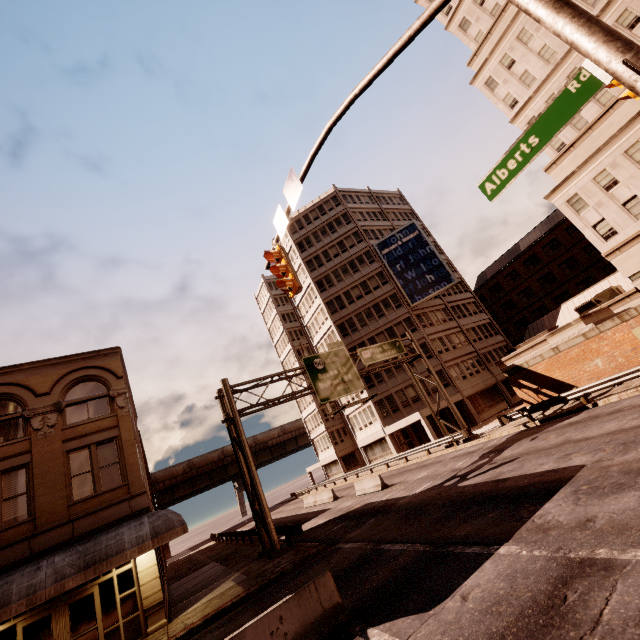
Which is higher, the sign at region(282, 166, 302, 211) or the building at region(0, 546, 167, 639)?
the sign at region(282, 166, 302, 211)

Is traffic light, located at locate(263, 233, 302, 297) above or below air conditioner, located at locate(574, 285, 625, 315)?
above

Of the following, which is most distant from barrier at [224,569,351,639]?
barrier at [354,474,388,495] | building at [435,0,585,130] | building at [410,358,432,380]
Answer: building at [435,0,585,130]

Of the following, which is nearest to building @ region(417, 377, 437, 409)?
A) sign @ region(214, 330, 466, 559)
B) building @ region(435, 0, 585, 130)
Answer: sign @ region(214, 330, 466, 559)

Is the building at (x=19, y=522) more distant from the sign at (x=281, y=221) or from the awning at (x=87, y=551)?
the sign at (x=281, y=221)

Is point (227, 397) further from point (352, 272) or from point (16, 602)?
point (352, 272)

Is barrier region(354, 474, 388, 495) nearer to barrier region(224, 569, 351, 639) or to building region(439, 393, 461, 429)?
building region(439, 393, 461, 429)

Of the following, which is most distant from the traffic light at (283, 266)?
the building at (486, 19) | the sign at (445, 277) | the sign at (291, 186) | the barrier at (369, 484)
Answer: the sign at (445, 277)
